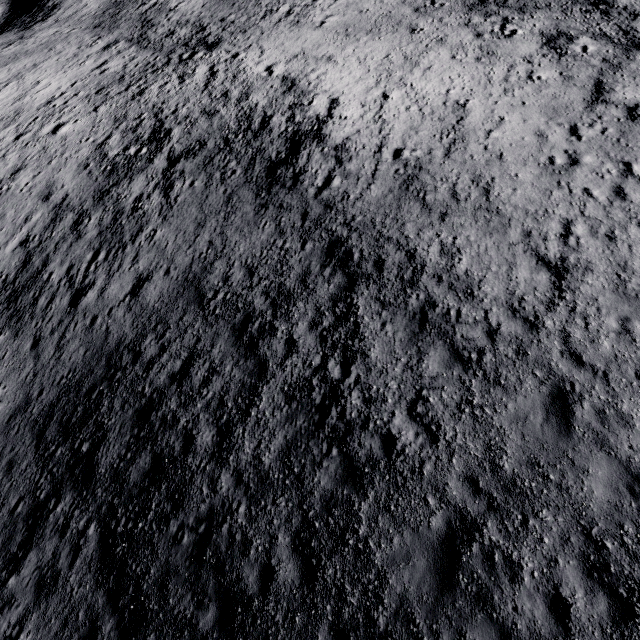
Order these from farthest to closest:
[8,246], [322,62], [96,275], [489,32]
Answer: [322,62], [489,32], [8,246], [96,275]
